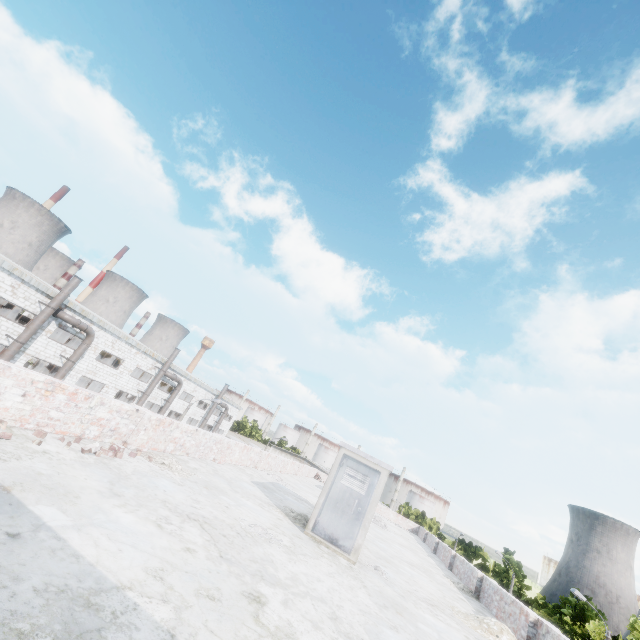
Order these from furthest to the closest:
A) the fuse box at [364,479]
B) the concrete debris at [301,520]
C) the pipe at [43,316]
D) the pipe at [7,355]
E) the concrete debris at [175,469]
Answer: the pipe at [43,316] < the pipe at [7,355] < the concrete debris at [301,520] < the fuse box at [364,479] < the concrete debris at [175,469]

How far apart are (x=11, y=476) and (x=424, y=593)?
9.43m

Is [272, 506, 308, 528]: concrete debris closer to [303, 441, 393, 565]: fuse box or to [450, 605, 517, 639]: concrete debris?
[303, 441, 393, 565]: fuse box

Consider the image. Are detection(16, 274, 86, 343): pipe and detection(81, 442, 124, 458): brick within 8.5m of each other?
no

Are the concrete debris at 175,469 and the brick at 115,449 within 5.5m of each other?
yes

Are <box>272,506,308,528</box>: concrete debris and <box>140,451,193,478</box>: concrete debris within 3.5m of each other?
yes

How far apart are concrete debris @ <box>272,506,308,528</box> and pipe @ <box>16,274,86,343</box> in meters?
21.8 m

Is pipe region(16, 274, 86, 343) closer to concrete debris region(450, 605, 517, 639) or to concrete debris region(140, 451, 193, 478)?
concrete debris region(140, 451, 193, 478)
